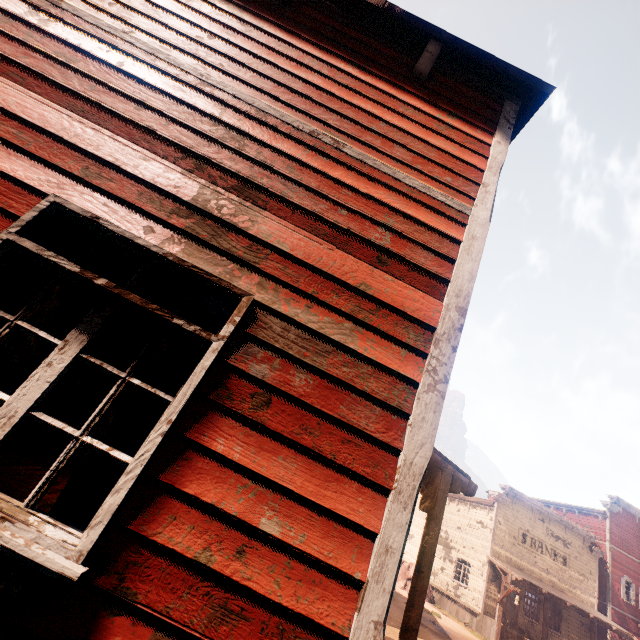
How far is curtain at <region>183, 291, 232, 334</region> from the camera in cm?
207

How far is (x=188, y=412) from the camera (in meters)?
1.68

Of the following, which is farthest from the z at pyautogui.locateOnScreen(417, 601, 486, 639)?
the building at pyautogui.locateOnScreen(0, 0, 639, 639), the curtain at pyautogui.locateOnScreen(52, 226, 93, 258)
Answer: the curtain at pyautogui.locateOnScreen(52, 226, 93, 258)

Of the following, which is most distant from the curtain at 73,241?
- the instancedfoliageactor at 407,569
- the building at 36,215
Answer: the instancedfoliageactor at 407,569

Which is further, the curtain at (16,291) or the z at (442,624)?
the z at (442,624)

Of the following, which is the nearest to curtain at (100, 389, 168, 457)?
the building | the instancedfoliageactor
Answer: the building
